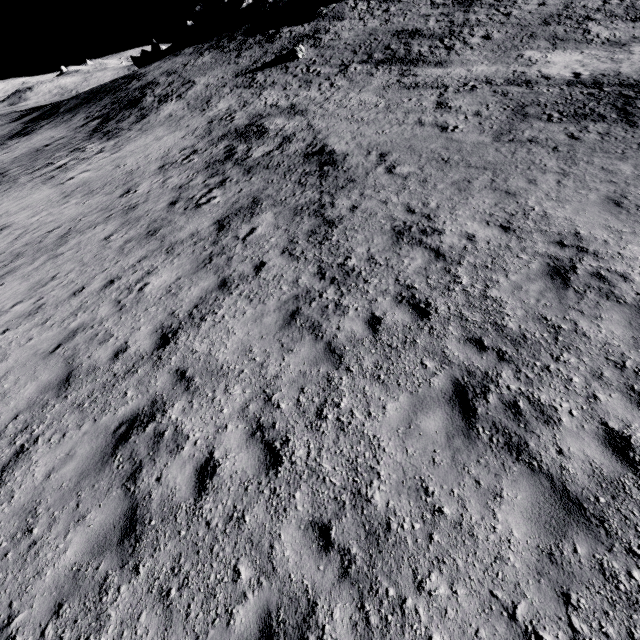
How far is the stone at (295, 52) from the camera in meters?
34.0

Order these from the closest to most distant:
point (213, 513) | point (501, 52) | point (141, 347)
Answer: point (213, 513)
point (141, 347)
point (501, 52)

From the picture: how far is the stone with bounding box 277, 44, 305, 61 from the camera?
34.0m
